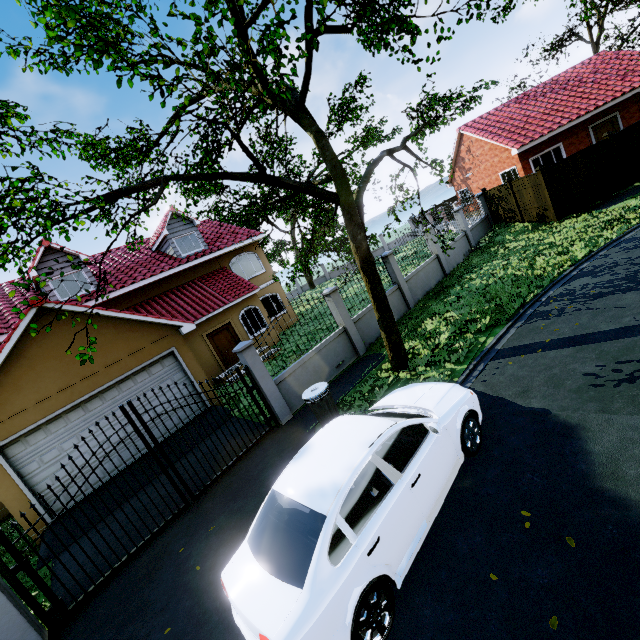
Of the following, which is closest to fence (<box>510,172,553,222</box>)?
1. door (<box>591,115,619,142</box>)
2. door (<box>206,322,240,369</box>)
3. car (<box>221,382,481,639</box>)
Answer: car (<box>221,382,481,639</box>)

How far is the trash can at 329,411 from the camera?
7.1 meters

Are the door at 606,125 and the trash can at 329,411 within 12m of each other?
no

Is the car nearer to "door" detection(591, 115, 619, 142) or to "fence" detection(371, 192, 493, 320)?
"fence" detection(371, 192, 493, 320)

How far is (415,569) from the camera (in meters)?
3.81

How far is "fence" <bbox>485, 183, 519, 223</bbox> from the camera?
17.3m

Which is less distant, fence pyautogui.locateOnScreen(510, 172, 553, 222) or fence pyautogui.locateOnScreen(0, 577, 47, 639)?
fence pyautogui.locateOnScreen(0, 577, 47, 639)
